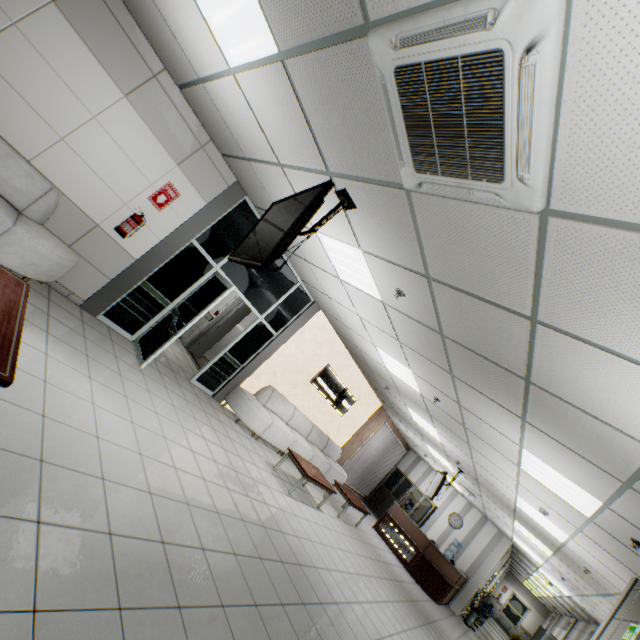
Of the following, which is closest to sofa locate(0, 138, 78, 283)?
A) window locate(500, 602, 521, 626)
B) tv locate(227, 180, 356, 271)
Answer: tv locate(227, 180, 356, 271)

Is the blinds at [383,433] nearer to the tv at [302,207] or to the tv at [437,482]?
the tv at [437,482]

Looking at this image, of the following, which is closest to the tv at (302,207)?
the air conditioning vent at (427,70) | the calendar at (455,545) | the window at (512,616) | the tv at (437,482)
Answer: the air conditioning vent at (427,70)

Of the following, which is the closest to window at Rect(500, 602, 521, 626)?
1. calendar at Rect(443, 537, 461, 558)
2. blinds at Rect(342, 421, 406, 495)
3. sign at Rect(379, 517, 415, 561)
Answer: calendar at Rect(443, 537, 461, 558)

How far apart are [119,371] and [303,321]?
4.3 meters

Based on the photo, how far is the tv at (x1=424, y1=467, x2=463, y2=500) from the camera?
8.8m

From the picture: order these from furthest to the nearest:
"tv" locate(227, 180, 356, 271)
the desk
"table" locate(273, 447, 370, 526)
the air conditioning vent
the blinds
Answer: the blinds
the desk
"table" locate(273, 447, 370, 526)
"tv" locate(227, 180, 356, 271)
the air conditioning vent

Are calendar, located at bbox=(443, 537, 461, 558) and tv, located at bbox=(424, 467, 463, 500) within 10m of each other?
yes
